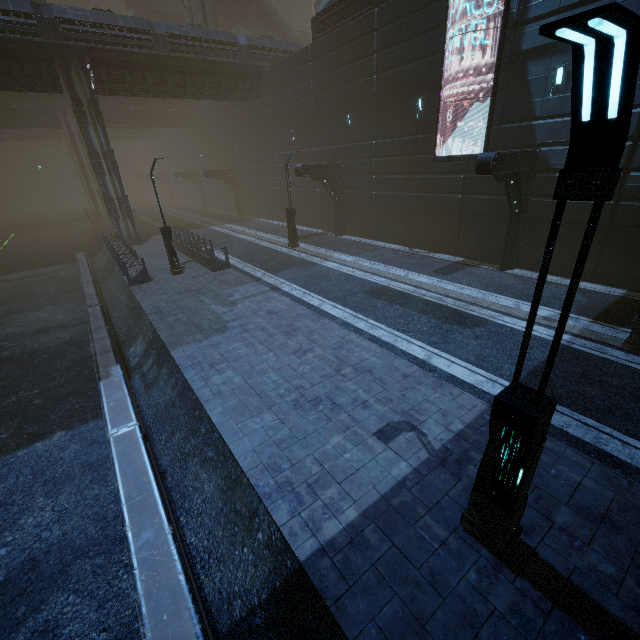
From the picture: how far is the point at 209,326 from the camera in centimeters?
1142cm

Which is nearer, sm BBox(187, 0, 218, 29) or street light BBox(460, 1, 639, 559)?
street light BBox(460, 1, 639, 559)

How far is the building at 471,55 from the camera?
13.1 meters

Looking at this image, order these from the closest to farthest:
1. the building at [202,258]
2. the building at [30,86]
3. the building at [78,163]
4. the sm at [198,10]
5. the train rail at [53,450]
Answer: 1. the train rail at [53,450]
2. the building at [78,163]
3. the building at [202,258]
4. the building at [30,86]
5. the sm at [198,10]

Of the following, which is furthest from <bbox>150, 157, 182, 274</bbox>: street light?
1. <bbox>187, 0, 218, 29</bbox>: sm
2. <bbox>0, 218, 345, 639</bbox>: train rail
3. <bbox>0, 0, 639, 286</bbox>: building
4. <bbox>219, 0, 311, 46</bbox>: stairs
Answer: <bbox>219, 0, 311, 46</bbox>: stairs

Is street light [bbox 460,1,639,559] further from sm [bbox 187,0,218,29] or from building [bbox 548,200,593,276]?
sm [bbox 187,0,218,29]

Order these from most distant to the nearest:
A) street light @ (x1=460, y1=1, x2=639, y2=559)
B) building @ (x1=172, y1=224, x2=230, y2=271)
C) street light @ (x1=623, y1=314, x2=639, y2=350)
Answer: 1. building @ (x1=172, y1=224, x2=230, y2=271)
2. street light @ (x1=623, y1=314, x2=639, y2=350)
3. street light @ (x1=460, y1=1, x2=639, y2=559)

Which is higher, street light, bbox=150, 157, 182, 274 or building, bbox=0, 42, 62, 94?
building, bbox=0, 42, 62, 94
